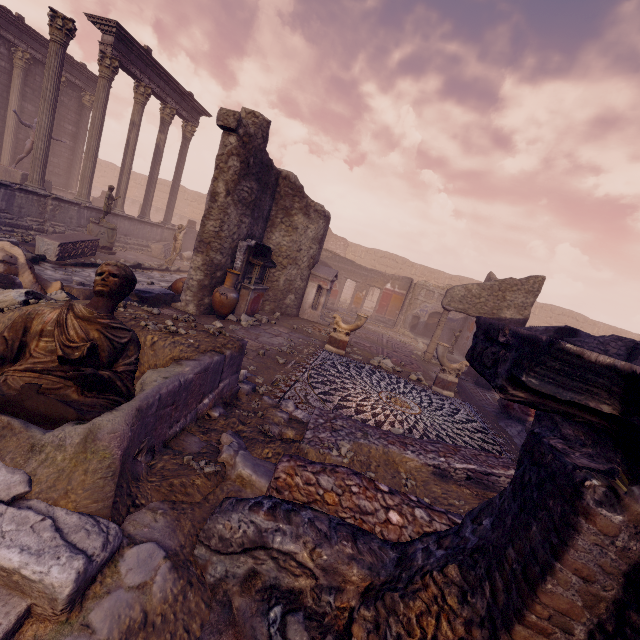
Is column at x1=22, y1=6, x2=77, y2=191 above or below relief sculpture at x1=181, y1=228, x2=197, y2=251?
above

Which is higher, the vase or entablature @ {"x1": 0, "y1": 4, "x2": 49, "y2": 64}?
entablature @ {"x1": 0, "y1": 4, "x2": 49, "y2": 64}

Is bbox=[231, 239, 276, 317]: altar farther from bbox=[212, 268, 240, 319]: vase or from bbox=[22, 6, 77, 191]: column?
bbox=[22, 6, 77, 191]: column

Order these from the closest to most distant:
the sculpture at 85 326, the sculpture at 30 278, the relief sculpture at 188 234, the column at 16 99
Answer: the sculpture at 85 326, the sculpture at 30 278, the column at 16 99, the relief sculpture at 188 234

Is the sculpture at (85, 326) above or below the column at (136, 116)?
below

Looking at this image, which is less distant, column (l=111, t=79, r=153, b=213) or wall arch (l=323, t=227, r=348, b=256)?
column (l=111, t=79, r=153, b=213)

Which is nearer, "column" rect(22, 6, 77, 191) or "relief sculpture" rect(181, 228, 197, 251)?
"column" rect(22, 6, 77, 191)

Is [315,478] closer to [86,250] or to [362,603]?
[362,603]
